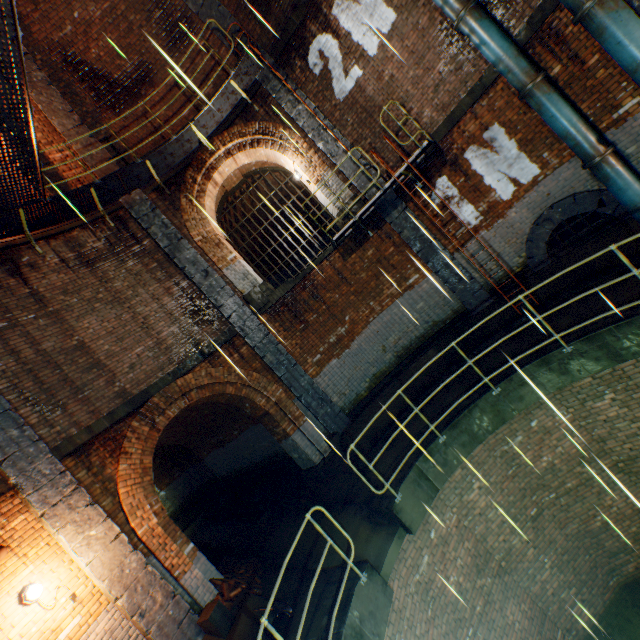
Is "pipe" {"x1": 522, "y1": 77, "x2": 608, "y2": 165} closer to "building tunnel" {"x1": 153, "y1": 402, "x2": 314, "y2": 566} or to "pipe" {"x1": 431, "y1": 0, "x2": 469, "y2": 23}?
"pipe" {"x1": 431, "y1": 0, "x2": 469, "y2": 23}

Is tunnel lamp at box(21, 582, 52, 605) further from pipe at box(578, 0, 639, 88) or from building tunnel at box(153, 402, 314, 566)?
pipe at box(578, 0, 639, 88)

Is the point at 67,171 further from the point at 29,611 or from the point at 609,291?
the point at 609,291

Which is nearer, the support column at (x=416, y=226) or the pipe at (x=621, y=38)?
the pipe at (x=621, y=38)

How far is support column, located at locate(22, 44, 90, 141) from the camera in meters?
8.6

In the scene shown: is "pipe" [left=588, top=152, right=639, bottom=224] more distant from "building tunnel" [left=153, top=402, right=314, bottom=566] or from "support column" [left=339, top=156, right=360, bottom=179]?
"building tunnel" [left=153, top=402, right=314, bottom=566]

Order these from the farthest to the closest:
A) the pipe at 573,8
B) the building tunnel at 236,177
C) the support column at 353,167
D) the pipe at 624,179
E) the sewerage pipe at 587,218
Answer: the building tunnel at 236,177
the support column at 353,167
the sewerage pipe at 587,218
the pipe at 624,179
the pipe at 573,8

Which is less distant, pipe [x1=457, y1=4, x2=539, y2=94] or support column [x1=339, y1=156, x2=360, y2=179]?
pipe [x1=457, y1=4, x2=539, y2=94]
